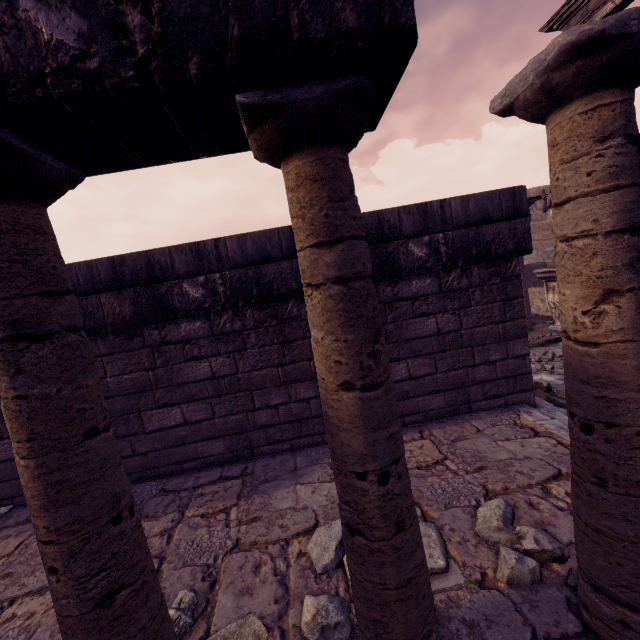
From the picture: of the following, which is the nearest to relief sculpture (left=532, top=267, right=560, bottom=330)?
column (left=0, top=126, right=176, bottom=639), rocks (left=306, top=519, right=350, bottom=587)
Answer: rocks (left=306, top=519, right=350, bottom=587)

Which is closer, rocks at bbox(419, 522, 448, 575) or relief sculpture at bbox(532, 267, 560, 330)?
rocks at bbox(419, 522, 448, 575)

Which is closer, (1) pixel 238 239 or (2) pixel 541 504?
(2) pixel 541 504

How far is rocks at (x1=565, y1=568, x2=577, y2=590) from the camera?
1.7m

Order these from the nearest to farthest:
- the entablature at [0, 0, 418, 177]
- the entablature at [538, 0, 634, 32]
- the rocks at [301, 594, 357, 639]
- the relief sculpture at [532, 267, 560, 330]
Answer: the entablature at [0, 0, 418, 177] → the rocks at [301, 594, 357, 639] → the entablature at [538, 0, 634, 32] → the relief sculpture at [532, 267, 560, 330]

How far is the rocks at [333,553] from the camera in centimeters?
213cm

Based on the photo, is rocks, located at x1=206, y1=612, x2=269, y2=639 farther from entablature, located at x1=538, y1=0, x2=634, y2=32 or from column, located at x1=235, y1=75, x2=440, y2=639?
entablature, located at x1=538, y1=0, x2=634, y2=32

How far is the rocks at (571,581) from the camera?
1.75m
